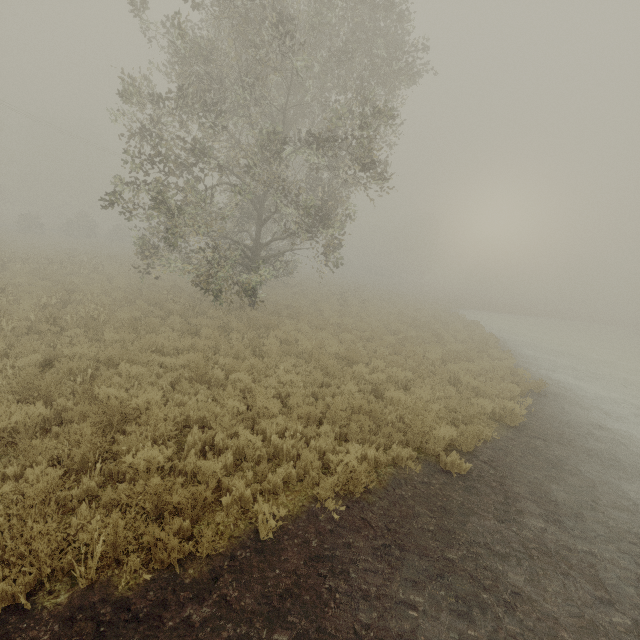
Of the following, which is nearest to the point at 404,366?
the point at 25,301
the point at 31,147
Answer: the point at 25,301
